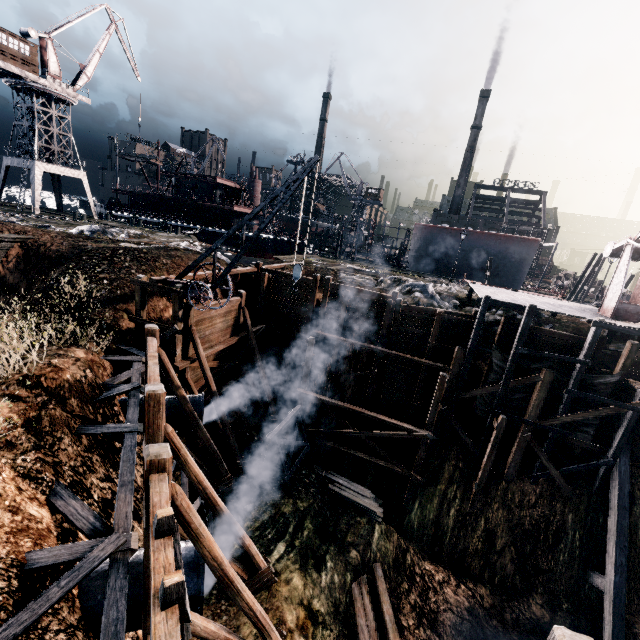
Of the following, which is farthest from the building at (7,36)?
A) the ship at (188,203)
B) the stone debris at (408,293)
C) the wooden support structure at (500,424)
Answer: the wooden support structure at (500,424)

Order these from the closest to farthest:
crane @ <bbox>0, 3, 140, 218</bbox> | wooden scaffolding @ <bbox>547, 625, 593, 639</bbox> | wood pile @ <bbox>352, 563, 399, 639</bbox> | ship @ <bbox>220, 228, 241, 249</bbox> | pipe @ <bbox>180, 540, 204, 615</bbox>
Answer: wooden scaffolding @ <bbox>547, 625, 593, 639</bbox>, pipe @ <bbox>180, 540, 204, 615</bbox>, wood pile @ <bbox>352, 563, 399, 639</bbox>, crane @ <bbox>0, 3, 140, 218</bbox>, ship @ <bbox>220, 228, 241, 249</bbox>

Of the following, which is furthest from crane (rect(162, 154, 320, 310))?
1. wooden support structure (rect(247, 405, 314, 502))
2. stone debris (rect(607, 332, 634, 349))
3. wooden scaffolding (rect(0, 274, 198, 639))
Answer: stone debris (rect(607, 332, 634, 349))

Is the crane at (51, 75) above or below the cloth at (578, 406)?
above

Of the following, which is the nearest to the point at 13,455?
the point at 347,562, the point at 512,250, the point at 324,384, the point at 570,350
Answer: the point at 347,562

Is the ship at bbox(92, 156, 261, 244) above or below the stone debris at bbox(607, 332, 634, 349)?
above

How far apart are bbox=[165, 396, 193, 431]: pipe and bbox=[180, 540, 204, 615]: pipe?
5.8 meters
